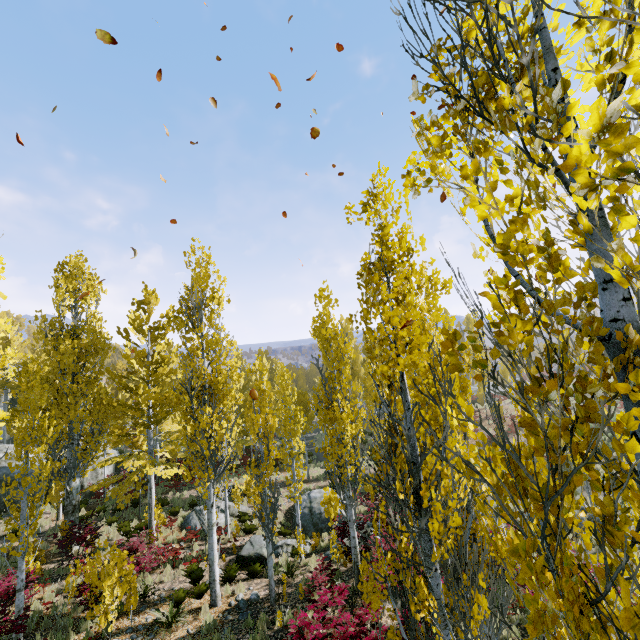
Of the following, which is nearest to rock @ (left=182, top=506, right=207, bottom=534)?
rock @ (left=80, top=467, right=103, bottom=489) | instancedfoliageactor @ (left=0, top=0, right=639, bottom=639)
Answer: instancedfoliageactor @ (left=0, top=0, right=639, bottom=639)

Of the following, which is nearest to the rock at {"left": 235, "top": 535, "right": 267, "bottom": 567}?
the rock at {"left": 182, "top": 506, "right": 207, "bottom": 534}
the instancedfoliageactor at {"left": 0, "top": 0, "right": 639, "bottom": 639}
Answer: the instancedfoliageactor at {"left": 0, "top": 0, "right": 639, "bottom": 639}

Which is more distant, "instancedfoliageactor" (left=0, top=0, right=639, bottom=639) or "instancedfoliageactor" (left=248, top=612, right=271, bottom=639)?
"instancedfoliageactor" (left=248, top=612, right=271, bottom=639)

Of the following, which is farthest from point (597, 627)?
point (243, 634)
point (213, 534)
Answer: point (213, 534)

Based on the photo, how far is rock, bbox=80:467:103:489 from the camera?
21.7 meters

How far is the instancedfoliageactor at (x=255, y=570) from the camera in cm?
1255

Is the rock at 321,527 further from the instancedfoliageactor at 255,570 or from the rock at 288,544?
the instancedfoliageactor at 255,570

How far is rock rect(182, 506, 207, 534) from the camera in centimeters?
1648cm
